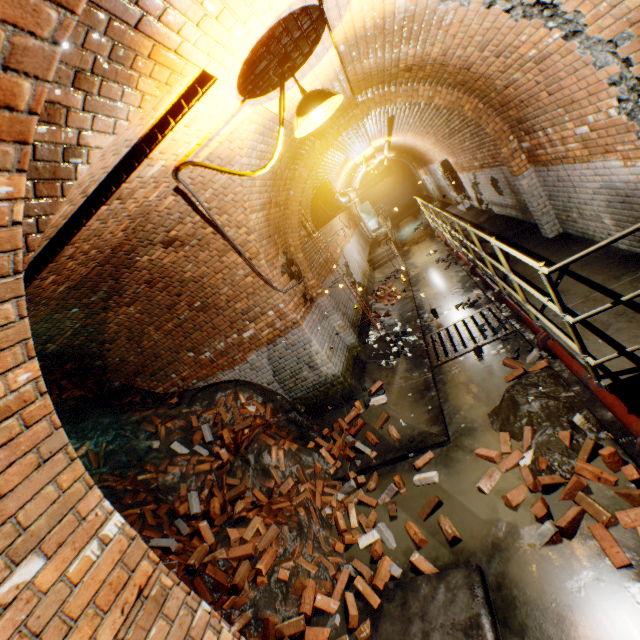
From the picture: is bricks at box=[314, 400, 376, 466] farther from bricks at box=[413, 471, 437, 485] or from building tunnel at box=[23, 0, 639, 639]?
bricks at box=[413, 471, 437, 485]

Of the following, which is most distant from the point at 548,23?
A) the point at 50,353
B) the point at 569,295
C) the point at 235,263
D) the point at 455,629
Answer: the point at 50,353

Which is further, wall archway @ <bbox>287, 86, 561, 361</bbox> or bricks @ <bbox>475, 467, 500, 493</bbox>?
wall archway @ <bbox>287, 86, 561, 361</bbox>

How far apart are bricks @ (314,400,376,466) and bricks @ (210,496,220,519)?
1.2 meters

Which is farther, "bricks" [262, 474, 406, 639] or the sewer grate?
the sewer grate

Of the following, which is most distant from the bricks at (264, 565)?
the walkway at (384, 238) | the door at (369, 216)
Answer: the door at (369, 216)

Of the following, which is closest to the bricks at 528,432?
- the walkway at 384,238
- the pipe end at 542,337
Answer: the pipe end at 542,337

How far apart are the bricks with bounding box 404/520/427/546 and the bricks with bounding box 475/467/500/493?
0.5 meters
